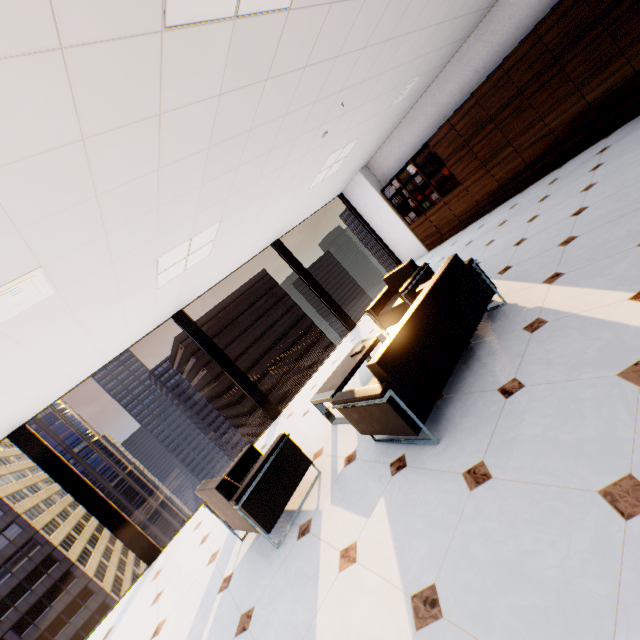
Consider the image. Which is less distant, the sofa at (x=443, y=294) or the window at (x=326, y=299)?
the sofa at (x=443, y=294)

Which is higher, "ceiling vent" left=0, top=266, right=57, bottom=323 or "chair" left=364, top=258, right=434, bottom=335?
"ceiling vent" left=0, top=266, right=57, bottom=323

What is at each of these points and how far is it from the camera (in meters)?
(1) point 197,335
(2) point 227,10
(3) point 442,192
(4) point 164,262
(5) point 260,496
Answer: (1) window, 6.53
(2) light, 1.80
(3) book, 8.02
(4) light, 4.00
(5) chair, 2.96

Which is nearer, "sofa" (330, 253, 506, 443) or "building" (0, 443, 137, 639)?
"sofa" (330, 253, 506, 443)

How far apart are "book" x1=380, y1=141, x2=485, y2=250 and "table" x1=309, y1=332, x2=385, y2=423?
5.07m

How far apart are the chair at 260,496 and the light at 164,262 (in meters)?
2.46

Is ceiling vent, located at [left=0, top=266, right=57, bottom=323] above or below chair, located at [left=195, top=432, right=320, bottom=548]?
above

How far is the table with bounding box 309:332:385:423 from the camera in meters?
3.9 m
